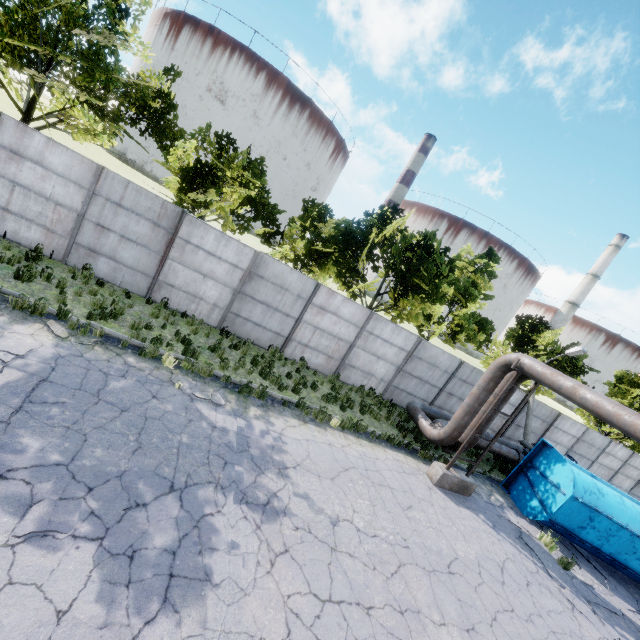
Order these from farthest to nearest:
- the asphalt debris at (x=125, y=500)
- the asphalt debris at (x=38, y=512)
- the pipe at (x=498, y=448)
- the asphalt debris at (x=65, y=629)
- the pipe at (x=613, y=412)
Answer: the pipe at (x=498, y=448)
the pipe at (x=613, y=412)
the asphalt debris at (x=125, y=500)
the asphalt debris at (x=38, y=512)
the asphalt debris at (x=65, y=629)

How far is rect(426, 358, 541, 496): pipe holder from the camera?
10.6 meters

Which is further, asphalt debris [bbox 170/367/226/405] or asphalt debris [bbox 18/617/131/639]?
asphalt debris [bbox 170/367/226/405]

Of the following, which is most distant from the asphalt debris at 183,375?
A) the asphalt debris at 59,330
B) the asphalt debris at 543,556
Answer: the asphalt debris at 543,556

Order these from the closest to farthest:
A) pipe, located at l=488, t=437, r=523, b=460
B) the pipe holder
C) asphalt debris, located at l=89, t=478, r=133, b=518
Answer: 1. asphalt debris, located at l=89, t=478, r=133, b=518
2. the pipe holder
3. pipe, located at l=488, t=437, r=523, b=460

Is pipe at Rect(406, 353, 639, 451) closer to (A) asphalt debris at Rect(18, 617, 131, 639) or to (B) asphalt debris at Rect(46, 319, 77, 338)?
(A) asphalt debris at Rect(18, 617, 131, 639)

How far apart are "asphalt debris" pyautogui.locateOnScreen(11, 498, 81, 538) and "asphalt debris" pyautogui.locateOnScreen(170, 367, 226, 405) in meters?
3.7 m

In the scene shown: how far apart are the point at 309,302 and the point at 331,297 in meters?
1.0
